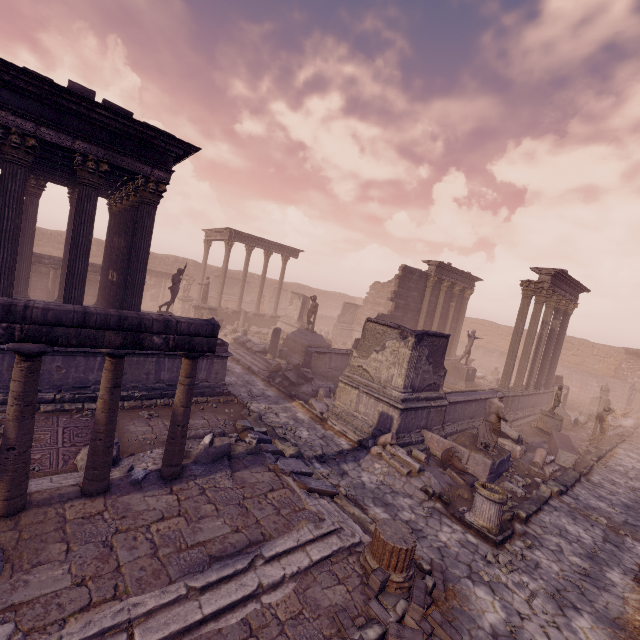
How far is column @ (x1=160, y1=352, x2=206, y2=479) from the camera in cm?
595

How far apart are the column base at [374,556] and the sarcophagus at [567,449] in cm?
988

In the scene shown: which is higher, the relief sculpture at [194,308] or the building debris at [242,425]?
the relief sculpture at [194,308]

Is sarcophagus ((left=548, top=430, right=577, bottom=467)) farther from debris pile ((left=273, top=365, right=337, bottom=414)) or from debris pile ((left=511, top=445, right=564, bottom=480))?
debris pile ((left=273, top=365, right=337, bottom=414))

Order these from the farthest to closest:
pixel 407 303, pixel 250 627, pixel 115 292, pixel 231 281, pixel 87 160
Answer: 1. pixel 231 281
2. pixel 407 303
3. pixel 115 292
4. pixel 87 160
5. pixel 250 627

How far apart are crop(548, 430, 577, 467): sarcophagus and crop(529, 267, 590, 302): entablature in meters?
6.9

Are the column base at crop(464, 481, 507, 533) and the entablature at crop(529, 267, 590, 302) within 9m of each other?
no

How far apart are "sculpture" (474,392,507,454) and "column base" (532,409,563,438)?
6.9 meters
